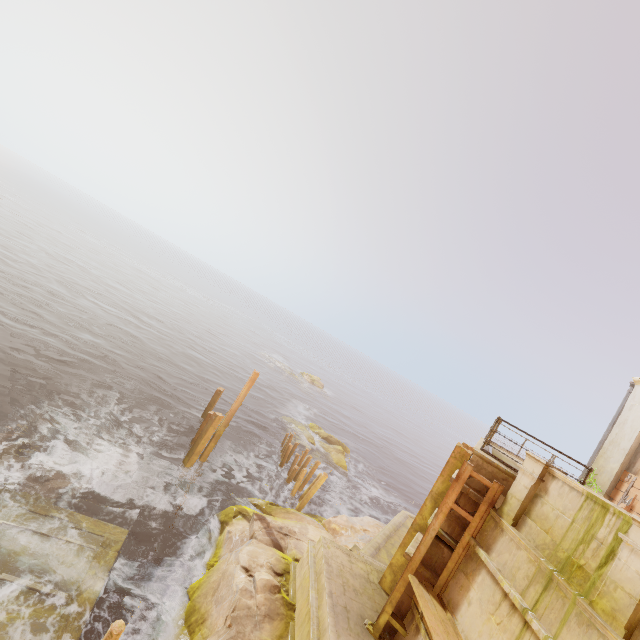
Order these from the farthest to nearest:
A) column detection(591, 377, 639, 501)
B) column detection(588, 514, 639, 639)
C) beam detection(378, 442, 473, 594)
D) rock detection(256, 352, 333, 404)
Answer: rock detection(256, 352, 333, 404) → column detection(591, 377, 639, 501) → beam detection(378, 442, 473, 594) → column detection(588, 514, 639, 639)

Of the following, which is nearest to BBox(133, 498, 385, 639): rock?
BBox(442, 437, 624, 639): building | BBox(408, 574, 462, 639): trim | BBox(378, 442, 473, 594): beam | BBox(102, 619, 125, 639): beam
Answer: BBox(442, 437, 624, 639): building

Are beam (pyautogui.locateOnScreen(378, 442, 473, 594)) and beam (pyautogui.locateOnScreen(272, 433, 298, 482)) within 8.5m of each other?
no

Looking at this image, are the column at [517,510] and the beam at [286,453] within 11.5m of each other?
no

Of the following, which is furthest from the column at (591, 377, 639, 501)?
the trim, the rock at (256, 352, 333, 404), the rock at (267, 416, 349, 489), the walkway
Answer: the rock at (256, 352, 333, 404)

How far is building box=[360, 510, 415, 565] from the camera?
11.80m

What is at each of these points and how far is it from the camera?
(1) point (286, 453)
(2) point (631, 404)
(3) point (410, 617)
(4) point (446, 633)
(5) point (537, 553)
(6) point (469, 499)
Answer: (1) beam, 19.5m
(2) column, 11.0m
(3) building, 7.6m
(4) trim, 6.4m
(5) building, 6.0m
(6) building, 7.9m

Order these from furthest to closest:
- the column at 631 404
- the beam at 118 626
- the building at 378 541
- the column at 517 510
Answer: the building at 378 541, the column at 631 404, the column at 517 510, the beam at 118 626
